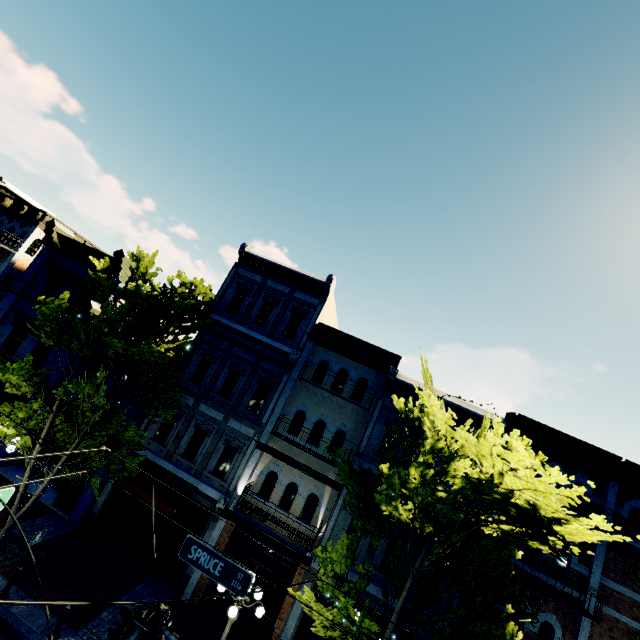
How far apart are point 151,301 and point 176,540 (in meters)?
9.85

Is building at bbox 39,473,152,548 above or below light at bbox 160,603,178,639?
below

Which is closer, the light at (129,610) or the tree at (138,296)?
the light at (129,610)

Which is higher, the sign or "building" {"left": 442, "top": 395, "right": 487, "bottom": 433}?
"building" {"left": 442, "top": 395, "right": 487, "bottom": 433}

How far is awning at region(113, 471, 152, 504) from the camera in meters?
12.2

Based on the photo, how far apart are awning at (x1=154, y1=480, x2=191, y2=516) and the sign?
5.65m

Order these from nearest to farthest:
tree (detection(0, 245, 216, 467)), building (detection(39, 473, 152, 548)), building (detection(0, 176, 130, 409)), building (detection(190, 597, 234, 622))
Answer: tree (detection(0, 245, 216, 467))
building (detection(190, 597, 234, 622))
building (detection(39, 473, 152, 548))
building (detection(0, 176, 130, 409))
